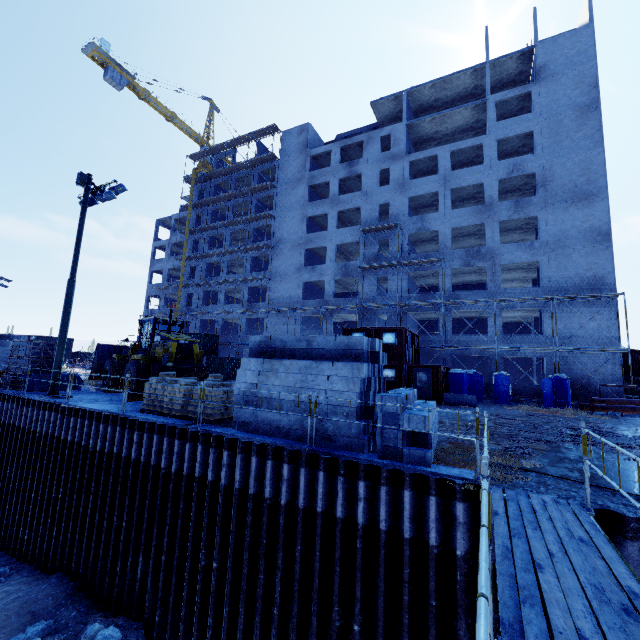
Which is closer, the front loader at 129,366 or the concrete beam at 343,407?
the concrete beam at 343,407

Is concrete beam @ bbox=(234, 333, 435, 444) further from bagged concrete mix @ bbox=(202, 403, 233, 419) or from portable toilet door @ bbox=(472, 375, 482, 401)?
portable toilet door @ bbox=(472, 375, 482, 401)

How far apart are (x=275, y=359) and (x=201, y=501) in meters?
4.6 m

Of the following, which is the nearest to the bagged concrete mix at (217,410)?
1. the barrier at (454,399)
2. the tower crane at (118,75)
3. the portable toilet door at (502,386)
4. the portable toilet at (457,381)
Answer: the barrier at (454,399)

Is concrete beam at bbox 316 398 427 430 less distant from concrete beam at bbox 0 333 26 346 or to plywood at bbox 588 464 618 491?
plywood at bbox 588 464 618 491

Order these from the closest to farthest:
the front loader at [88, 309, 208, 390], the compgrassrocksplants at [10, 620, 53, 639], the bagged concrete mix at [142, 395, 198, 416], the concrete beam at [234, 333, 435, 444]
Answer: the concrete beam at [234, 333, 435, 444] < the compgrassrocksplants at [10, 620, 53, 639] < the bagged concrete mix at [142, 395, 198, 416] < the front loader at [88, 309, 208, 390]

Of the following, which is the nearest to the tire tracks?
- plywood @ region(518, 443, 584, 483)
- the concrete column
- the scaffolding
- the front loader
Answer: plywood @ region(518, 443, 584, 483)

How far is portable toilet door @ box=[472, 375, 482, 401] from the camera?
23.9m
